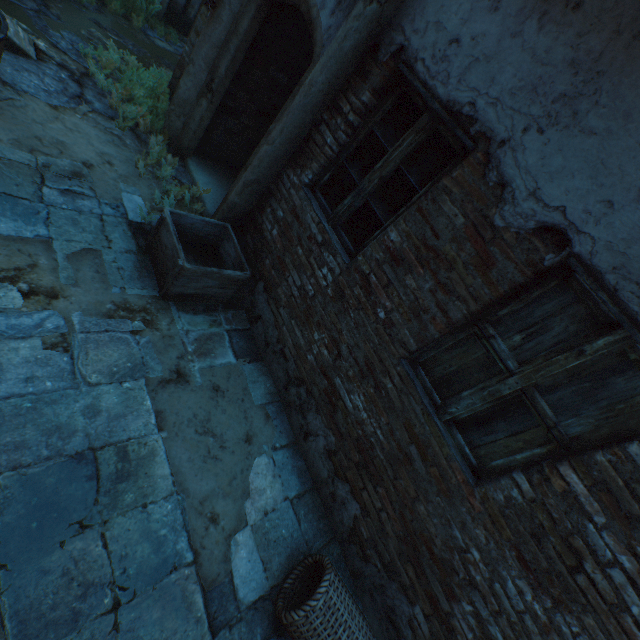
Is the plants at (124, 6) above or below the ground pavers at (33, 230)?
above

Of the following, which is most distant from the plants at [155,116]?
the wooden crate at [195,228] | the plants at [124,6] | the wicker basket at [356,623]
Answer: the wicker basket at [356,623]

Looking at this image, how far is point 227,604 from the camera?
2.2 meters

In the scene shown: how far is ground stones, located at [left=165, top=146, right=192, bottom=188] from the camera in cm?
440

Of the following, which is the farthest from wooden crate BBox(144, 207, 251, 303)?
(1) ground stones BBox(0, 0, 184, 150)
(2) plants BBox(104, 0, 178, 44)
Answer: (2) plants BBox(104, 0, 178, 44)

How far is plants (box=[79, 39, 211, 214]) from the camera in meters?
4.1 m

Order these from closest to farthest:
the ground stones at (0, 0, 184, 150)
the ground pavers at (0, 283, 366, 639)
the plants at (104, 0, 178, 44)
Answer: the ground pavers at (0, 283, 366, 639) → the ground stones at (0, 0, 184, 150) → the plants at (104, 0, 178, 44)

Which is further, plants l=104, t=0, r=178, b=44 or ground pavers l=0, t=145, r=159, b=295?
plants l=104, t=0, r=178, b=44
